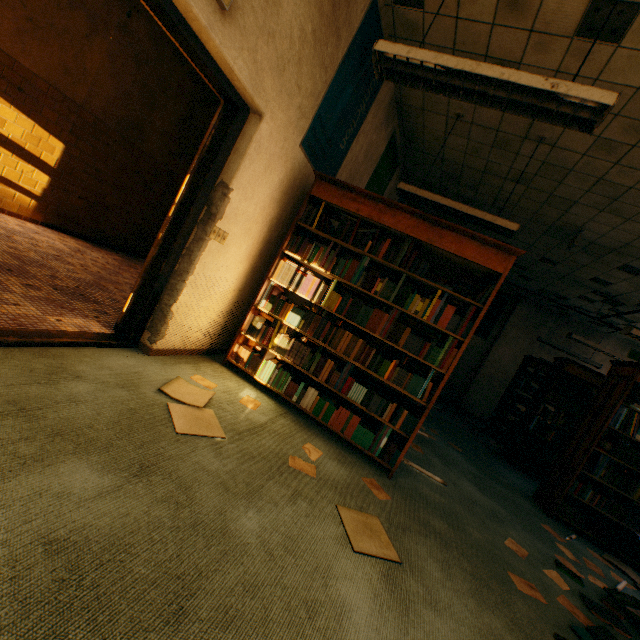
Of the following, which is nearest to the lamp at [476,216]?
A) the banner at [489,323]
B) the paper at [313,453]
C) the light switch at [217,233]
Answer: the light switch at [217,233]

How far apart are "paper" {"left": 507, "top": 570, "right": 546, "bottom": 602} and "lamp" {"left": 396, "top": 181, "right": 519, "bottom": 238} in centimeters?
328cm

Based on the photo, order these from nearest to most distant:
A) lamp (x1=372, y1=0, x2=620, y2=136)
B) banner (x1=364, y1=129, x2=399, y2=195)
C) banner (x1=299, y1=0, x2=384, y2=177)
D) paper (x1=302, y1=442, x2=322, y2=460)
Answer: lamp (x1=372, y1=0, x2=620, y2=136) < paper (x1=302, y1=442, x2=322, y2=460) < banner (x1=299, y1=0, x2=384, y2=177) < banner (x1=364, y1=129, x2=399, y2=195)

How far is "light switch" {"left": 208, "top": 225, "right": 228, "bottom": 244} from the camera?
2.66m

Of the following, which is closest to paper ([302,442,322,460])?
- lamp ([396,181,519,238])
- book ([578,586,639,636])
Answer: book ([578,586,639,636])

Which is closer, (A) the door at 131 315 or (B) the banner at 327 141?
(A) the door at 131 315

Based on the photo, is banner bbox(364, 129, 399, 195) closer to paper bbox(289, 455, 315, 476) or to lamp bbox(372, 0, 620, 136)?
lamp bbox(372, 0, 620, 136)

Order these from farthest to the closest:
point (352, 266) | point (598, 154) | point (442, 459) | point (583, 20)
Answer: point (442, 459)
point (598, 154)
point (352, 266)
point (583, 20)
